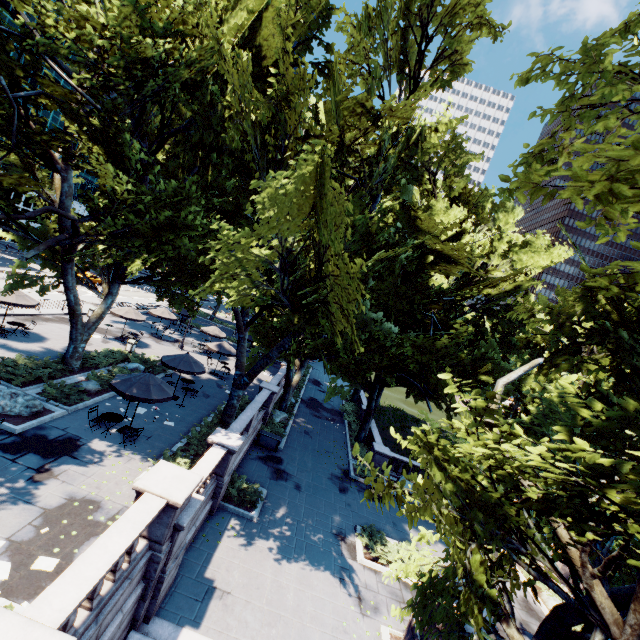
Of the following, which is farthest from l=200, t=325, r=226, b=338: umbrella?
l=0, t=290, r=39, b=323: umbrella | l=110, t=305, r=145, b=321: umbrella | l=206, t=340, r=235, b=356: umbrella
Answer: l=0, t=290, r=39, b=323: umbrella

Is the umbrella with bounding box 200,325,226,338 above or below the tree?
below

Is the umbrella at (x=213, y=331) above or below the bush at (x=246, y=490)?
above

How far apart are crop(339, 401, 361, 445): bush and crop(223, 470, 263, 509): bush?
16.78m

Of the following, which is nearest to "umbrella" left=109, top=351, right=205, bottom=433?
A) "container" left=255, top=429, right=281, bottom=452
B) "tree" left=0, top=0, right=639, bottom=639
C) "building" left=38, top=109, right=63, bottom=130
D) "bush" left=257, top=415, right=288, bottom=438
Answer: "tree" left=0, top=0, right=639, bottom=639

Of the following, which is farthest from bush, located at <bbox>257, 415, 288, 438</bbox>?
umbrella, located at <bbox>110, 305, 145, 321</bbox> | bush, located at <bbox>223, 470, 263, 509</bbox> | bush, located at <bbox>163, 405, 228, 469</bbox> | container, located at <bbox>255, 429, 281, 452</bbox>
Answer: umbrella, located at <bbox>110, 305, 145, 321</bbox>

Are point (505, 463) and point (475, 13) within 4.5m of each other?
no

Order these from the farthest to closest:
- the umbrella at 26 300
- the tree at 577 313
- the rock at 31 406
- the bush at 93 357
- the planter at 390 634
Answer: the umbrella at 26 300 < the bush at 93 357 < the rock at 31 406 < the planter at 390 634 < the tree at 577 313
